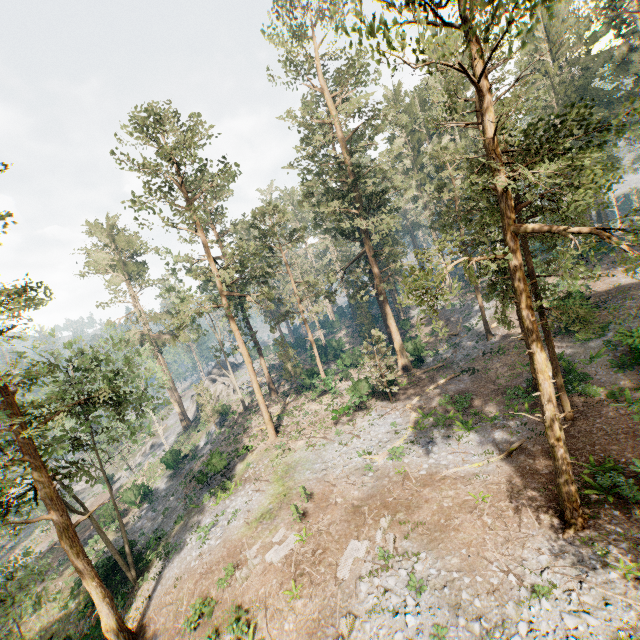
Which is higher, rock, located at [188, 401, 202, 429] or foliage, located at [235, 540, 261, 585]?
foliage, located at [235, 540, 261, 585]

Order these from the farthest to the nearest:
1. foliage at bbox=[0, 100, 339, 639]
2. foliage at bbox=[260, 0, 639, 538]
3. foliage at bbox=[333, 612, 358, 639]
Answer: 1. foliage at bbox=[0, 100, 339, 639]
2. foliage at bbox=[333, 612, 358, 639]
3. foliage at bbox=[260, 0, 639, 538]

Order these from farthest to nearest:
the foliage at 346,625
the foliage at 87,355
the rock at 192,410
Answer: the rock at 192,410, the foliage at 87,355, the foliage at 346,625

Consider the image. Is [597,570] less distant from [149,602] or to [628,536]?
[628,536]

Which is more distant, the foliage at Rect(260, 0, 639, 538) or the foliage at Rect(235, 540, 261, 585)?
the foliage at Rect(235, 540, 261, 585)

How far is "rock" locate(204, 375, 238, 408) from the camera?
50.31m

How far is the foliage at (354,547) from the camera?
14.6 meters
